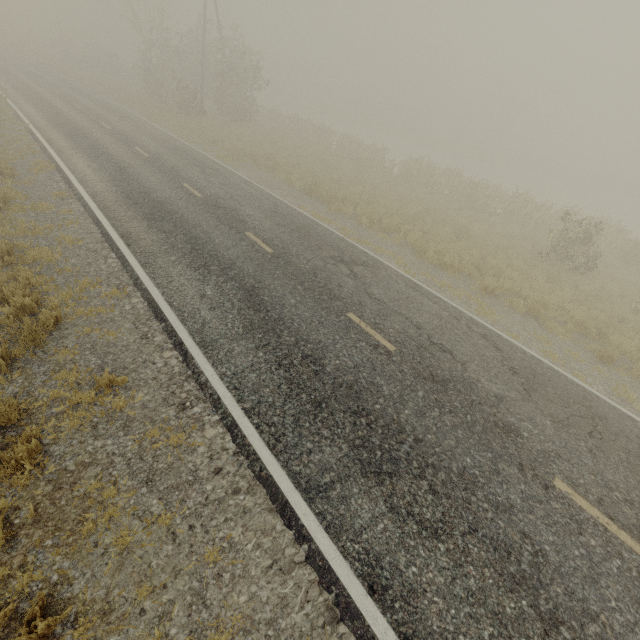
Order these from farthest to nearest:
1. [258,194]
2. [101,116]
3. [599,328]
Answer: [101,116] → [258,194] → [599,328]
